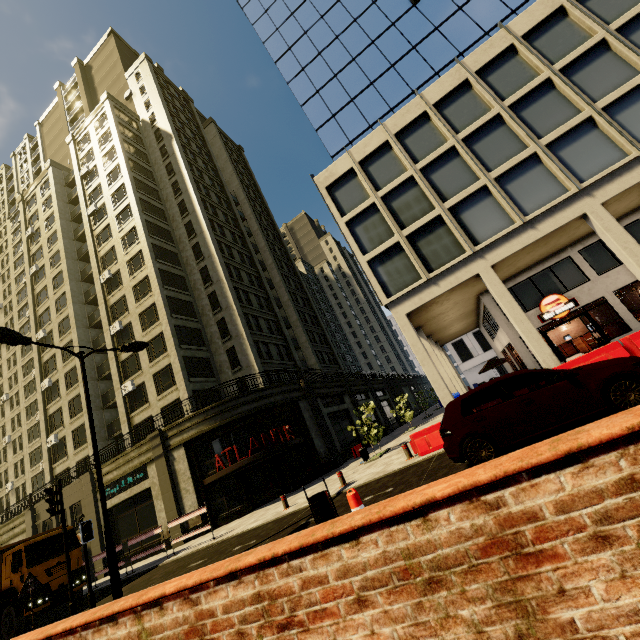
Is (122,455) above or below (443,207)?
below

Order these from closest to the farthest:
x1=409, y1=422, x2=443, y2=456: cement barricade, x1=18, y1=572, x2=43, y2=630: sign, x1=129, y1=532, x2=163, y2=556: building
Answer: x1=18, y1=572, x2=43, y2=630: sign, x1=409, y1=422, x2=443, y2=456: cement barricade, x1=129, y1=532, x2=163, y2=556: building

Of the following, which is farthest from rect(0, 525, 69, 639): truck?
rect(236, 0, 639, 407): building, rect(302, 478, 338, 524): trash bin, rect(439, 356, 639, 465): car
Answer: rect(439, 356, 639, 465): car

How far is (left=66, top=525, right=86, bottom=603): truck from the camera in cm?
1430

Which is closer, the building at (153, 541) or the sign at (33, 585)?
the sign at (33, 585)

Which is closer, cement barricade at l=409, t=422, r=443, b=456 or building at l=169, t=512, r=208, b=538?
cement barricade at l=409, t=422, r=443, b=456

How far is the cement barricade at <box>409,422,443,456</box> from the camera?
11.2 meters

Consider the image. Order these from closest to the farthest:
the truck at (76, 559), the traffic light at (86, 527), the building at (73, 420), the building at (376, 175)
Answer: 1. the traffic light at (86, 527)
2. the truck at (76, 559)
3. the building at (376, 175)
4. the building at (73, 420)
